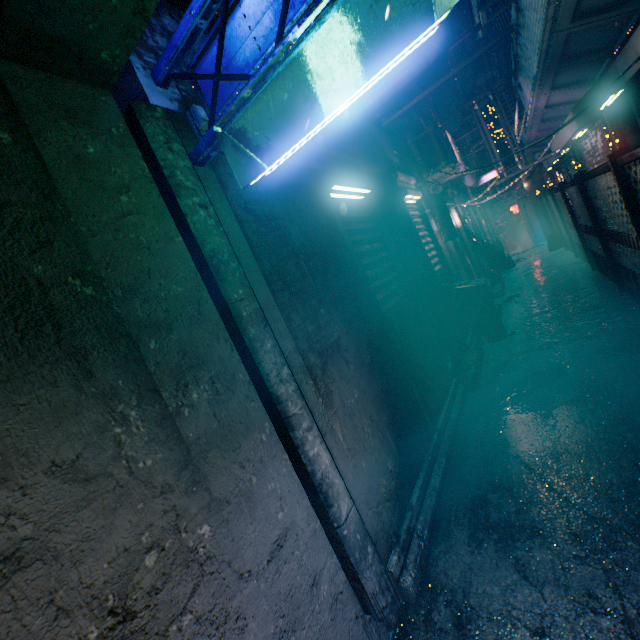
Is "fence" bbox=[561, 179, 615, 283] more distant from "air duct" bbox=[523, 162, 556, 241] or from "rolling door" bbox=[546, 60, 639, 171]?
"air duct" bbox=[523, 162, 556, 241]

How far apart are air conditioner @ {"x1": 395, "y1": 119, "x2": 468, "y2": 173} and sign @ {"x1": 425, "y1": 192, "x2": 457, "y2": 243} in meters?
0.4 m

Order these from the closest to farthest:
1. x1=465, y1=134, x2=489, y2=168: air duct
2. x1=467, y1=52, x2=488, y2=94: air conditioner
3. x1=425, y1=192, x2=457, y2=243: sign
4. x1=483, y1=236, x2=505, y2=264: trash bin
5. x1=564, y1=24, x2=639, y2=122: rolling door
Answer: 1. x1=564, y1=24, x2=639, y2=122: rolling door
2. x1=425, y1=192, x2=457, y2=243: sign
3. x1=467, y1=52, x2=488, y2=94: air conditioner
4. x1=483, y1=236, x2=505, y2=264: trash bin
5. x1=465, y1=134, x2=489, y2=168: air duct

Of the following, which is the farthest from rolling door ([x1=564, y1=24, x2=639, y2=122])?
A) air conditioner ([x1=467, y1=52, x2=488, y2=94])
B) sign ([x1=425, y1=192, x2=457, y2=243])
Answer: air conditioner ([x1=467, y1=52, x2=488, y2=94])

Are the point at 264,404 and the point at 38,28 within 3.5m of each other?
yes

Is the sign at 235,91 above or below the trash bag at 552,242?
above

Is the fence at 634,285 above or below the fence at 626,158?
below

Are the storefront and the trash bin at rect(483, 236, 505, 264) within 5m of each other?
yes
